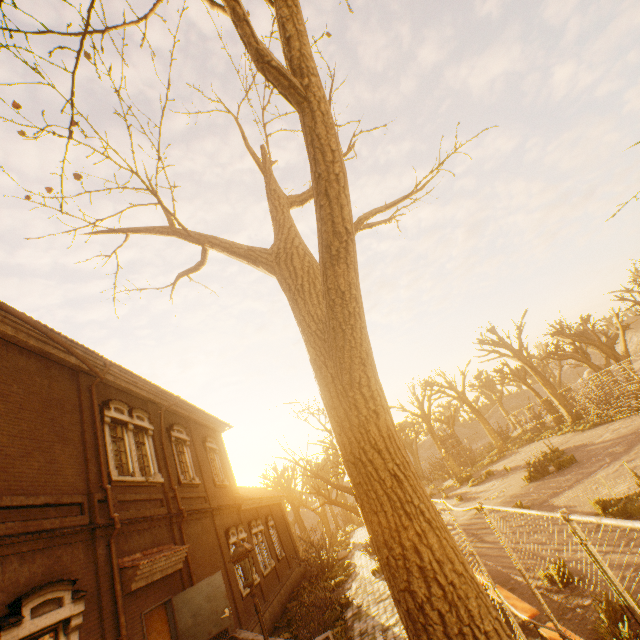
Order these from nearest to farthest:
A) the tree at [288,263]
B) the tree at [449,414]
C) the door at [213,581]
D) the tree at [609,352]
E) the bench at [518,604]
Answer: the tree at [288,263], the bench at [518,604], the door at [213,581], the tree at [609,352], the tree at [449,414]

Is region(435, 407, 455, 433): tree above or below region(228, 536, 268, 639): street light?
above

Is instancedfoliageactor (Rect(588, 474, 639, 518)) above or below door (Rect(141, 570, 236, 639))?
below

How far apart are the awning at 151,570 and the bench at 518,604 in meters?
9.0

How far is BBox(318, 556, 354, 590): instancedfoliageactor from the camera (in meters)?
17.75

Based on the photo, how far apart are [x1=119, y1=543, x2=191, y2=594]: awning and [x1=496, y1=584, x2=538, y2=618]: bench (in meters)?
8.99

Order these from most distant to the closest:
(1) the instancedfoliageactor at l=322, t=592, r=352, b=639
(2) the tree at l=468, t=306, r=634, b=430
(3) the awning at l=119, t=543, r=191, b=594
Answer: (2) the tree at l=468, t=306, r=634, b=430 < (1) the instancedfoliageactor at l=322, t=592, r=352, b=639 < (3) the awning at l=119, t=543, r=191, b=594

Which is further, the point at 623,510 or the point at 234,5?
the point at 623,510
